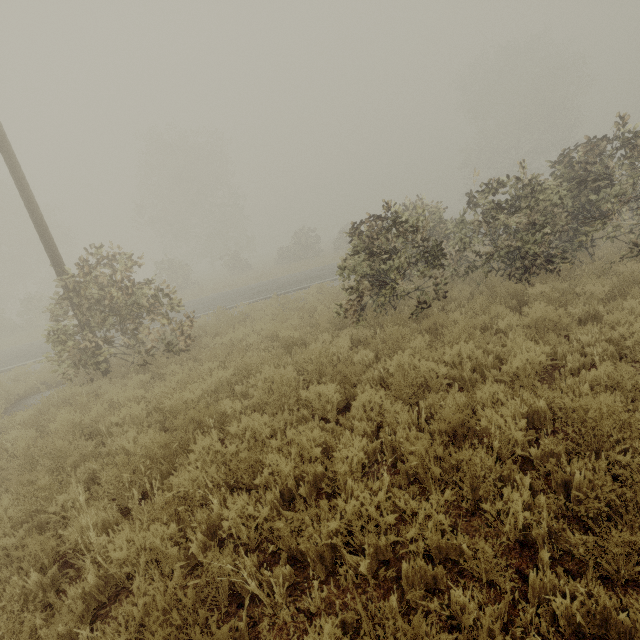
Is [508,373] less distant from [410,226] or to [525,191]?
[410,226]
